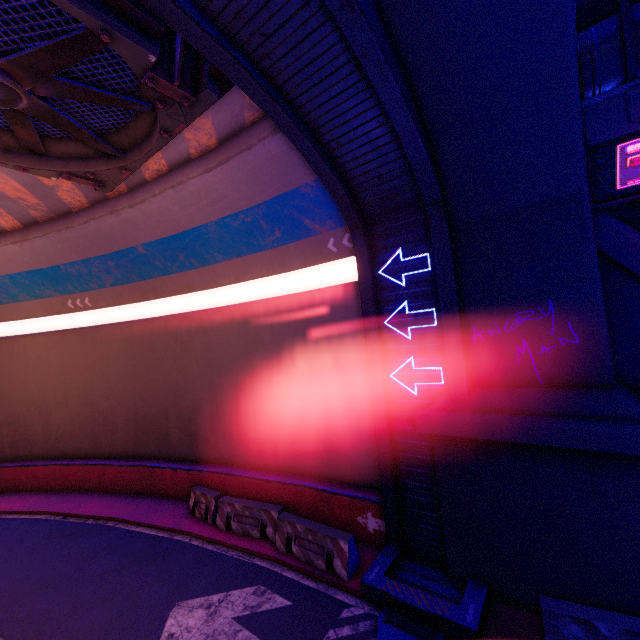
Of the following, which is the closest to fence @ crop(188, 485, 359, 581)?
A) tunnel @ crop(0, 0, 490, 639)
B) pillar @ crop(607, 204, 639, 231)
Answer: tunnel @ crop(0, 0, 490, 639)

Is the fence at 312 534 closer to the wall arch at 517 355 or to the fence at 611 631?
the wall arch at 517 355

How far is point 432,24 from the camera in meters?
5.4

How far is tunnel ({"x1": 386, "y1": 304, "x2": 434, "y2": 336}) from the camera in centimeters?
805cm

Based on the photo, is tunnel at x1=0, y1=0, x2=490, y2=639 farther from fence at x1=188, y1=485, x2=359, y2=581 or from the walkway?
the walkway

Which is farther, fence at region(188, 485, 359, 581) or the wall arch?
fence at region(188, 485, 359, 581)

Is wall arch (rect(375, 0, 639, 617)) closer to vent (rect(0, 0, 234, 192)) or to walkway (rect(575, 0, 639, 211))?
walkway (rect(575, 0, 639, 211))

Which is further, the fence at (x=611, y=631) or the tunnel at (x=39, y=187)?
the tunnel at (x=39, y=187)
